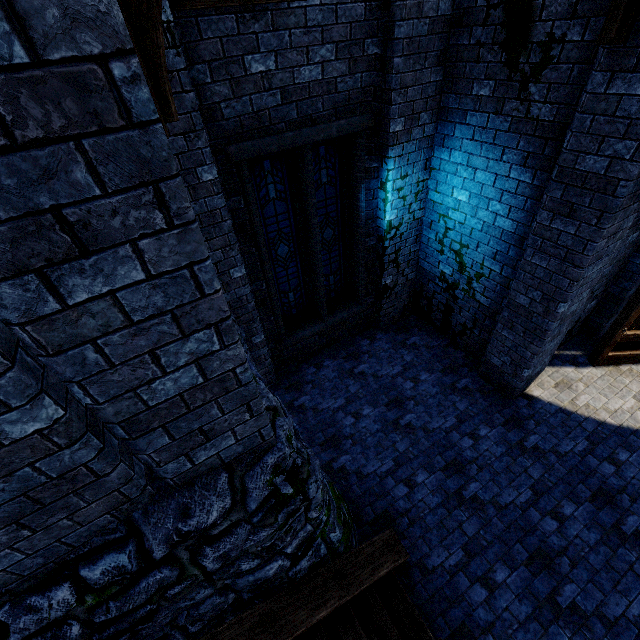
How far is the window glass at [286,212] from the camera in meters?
5.0

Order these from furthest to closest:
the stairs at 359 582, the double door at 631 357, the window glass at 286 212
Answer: the double door at 631 357
the window glass at 286 212
the stairs at 359 582

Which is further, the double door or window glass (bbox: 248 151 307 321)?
the double door

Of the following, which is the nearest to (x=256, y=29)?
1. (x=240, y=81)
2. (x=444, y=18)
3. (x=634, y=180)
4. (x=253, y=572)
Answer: (x=240, y=81)

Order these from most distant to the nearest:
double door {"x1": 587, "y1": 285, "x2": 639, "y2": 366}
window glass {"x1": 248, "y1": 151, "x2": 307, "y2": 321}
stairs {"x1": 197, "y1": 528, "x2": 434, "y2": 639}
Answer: double door {"x1": 587, "y1": 285, "x2": 639, "y2": 366}, window glass {"x1": 248, "y1": 151, "x2": 307, "y2": 321}, stairs {"x1": 197, "y1": 528, "x2": 434, "y2": 639}

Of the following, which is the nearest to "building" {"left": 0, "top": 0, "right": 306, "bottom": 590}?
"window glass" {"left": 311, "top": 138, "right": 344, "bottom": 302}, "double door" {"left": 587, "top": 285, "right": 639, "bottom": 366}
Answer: "double door" {"left": 587, "top": 285, "right": 639, "bottom": 366}

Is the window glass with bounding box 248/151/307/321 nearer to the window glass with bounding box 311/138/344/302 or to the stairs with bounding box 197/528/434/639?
the window glass with bounding box 311/138/344/302

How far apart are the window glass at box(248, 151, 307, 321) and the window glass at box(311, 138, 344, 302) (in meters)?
0.26
